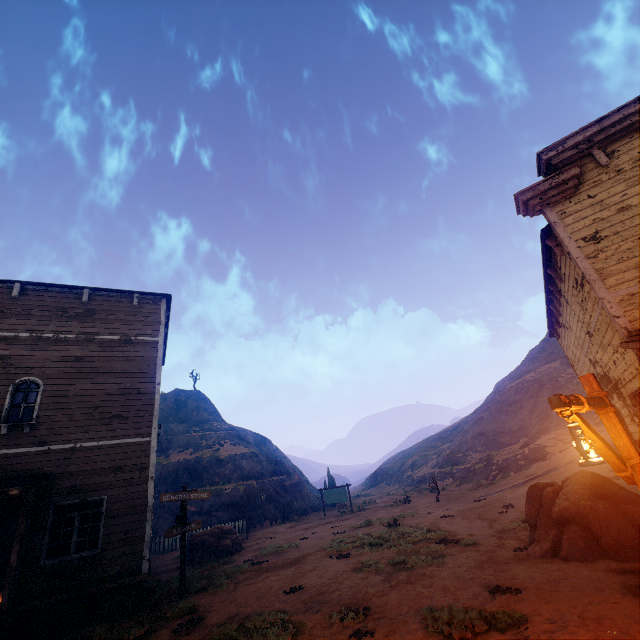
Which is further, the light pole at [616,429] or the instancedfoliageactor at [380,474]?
the instancedfoliageactor at [380,474]

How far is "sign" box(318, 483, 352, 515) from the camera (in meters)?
27.81

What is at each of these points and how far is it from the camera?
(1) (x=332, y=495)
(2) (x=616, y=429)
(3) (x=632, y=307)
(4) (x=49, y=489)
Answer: (1) sign, 28.6 meters
(2) light pole, 4.2 meters
(3) building, 6.3 meters
(4) building, 9.9 meters

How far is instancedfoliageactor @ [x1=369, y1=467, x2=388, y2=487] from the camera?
56.2 meters

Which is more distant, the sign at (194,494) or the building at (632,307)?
the sign at (194,494)

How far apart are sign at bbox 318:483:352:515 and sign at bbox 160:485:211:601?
19.21m

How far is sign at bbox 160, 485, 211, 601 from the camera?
10.2 meters

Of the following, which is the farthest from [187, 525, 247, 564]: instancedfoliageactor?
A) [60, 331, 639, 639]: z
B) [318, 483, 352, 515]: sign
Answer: [318, 483, 352, 515]: sign
